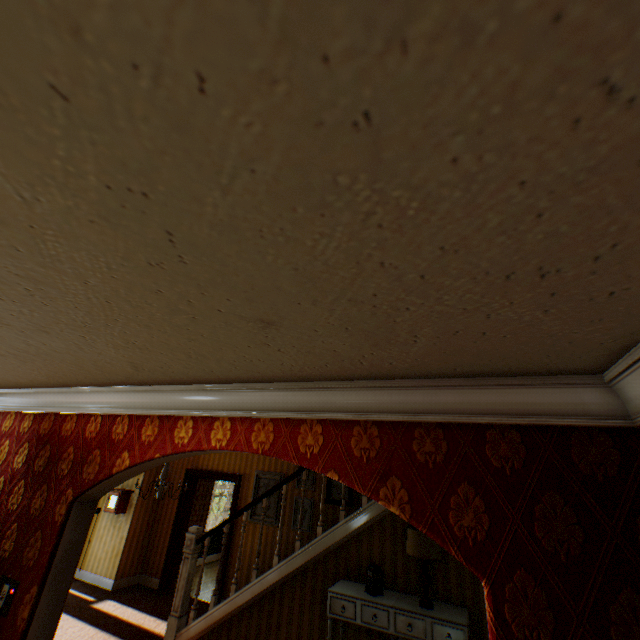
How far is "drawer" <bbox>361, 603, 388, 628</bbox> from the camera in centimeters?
361cm

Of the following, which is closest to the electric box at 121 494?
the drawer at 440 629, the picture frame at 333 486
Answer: the picture frame at 333 486

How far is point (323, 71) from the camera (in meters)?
0.44

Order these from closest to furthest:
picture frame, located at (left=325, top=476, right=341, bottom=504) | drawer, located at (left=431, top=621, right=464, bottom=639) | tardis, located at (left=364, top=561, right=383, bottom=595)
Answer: drawer, located at (left=431, top=621, right=464, bottom=639), tardis, located at (left=364, top=561, right=383, bottom=595), picture frame, located at (left=325, top=476, right=341, bottom=504)

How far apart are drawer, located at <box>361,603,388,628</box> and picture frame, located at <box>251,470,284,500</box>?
3.3m

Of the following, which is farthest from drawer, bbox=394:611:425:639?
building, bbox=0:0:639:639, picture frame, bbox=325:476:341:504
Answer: picture frame, bbox=325:476:341:504

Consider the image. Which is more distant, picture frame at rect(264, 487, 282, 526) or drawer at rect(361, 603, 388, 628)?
picture frame at rect(264, 487, 282, 526)

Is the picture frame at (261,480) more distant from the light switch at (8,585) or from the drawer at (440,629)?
the light switch at (8,585)
